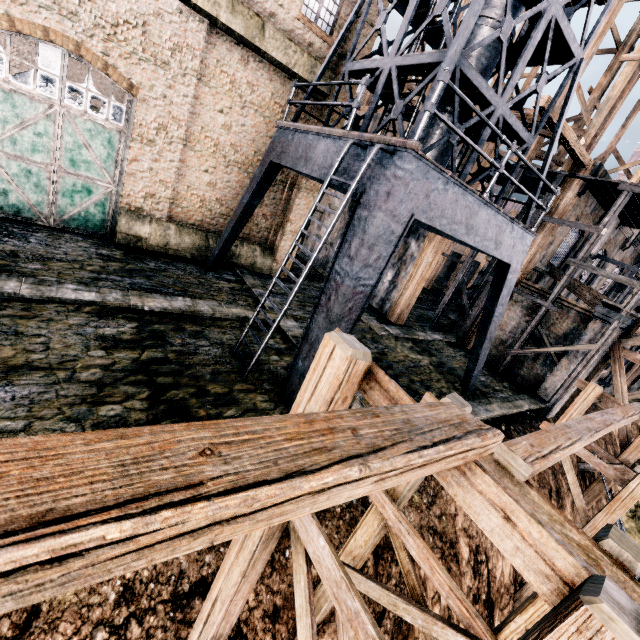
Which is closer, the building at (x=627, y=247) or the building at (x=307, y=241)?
the building at (x=627, y=247)

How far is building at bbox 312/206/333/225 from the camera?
25.1m

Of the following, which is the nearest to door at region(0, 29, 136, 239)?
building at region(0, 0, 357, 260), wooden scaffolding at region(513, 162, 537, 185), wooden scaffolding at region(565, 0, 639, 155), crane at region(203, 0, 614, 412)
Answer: building at region(0, 0, 357, 260)

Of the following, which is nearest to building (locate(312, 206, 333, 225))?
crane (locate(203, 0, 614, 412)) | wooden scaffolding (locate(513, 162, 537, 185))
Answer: wooden scaffolding (locate(513, 162, 537, 185))

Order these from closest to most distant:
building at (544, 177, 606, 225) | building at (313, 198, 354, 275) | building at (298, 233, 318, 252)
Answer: building at (544, 177, 606, 225), building at (313, 198, 354, 275), building at (298, 233, 318, 252)

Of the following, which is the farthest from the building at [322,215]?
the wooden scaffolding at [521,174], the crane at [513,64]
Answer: the crane at [513,64]

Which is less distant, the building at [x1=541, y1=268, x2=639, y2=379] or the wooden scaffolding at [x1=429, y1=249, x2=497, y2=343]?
the building at [x1=541, y1=268, x2=639, y2=379]

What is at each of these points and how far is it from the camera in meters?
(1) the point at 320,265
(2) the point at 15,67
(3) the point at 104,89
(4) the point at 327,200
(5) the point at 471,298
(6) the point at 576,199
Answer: (1) building, 25.5 m
(2) building, 33.0 m
(3) building, 46.2 m
(4) building, 25.9 m
(5) wooden scaffolding, 23.5 m
(6) building, 17.4 m
